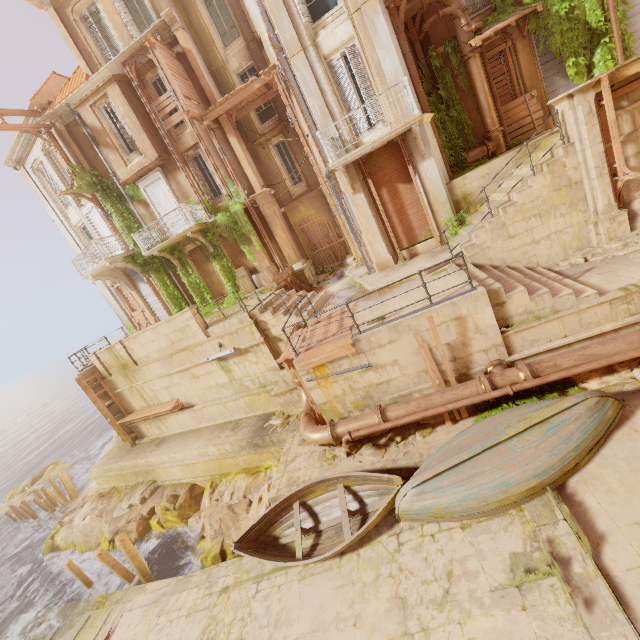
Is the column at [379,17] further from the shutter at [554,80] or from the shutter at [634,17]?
the shutter at [634,17]

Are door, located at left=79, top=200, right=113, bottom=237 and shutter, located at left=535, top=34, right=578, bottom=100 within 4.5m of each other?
no

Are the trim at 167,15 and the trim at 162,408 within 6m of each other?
no

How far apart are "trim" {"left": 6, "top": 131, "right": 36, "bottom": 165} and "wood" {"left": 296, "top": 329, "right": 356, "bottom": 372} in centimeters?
1855cm

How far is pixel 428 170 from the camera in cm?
1167

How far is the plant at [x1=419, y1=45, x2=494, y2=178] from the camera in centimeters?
1230cm

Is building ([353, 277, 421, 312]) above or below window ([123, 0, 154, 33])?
below

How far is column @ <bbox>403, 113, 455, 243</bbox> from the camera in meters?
11.4
